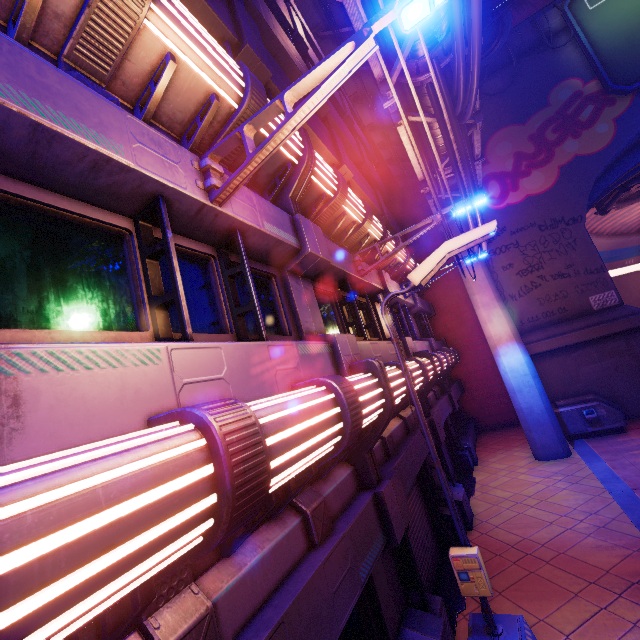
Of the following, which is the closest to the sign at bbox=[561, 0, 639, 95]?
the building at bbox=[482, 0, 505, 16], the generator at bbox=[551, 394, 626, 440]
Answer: the building at bbox=[482, 0, 505, 16]

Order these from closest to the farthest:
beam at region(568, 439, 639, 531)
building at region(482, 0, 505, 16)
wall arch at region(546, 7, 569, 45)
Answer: beam at region(568, 439, 639, 531), building at region(482, 0, 505, 16), wall arch at region(546, 7, 569, 45)

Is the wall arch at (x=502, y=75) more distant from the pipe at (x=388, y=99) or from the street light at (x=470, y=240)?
the street light at (x=470, y=240)

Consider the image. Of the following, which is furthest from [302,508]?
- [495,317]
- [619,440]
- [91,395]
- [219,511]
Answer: [619,440]

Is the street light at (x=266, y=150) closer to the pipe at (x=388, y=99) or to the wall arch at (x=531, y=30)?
the pipe at (x=388, y=99)

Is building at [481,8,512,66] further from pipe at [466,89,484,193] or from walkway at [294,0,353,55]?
pipe at [466,89,484,193]

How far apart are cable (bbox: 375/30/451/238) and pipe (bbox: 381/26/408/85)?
0.01m

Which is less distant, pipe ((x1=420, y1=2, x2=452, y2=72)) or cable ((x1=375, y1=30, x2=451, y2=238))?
cable ((x1=375, y1=30, x2=451, y2=238))
